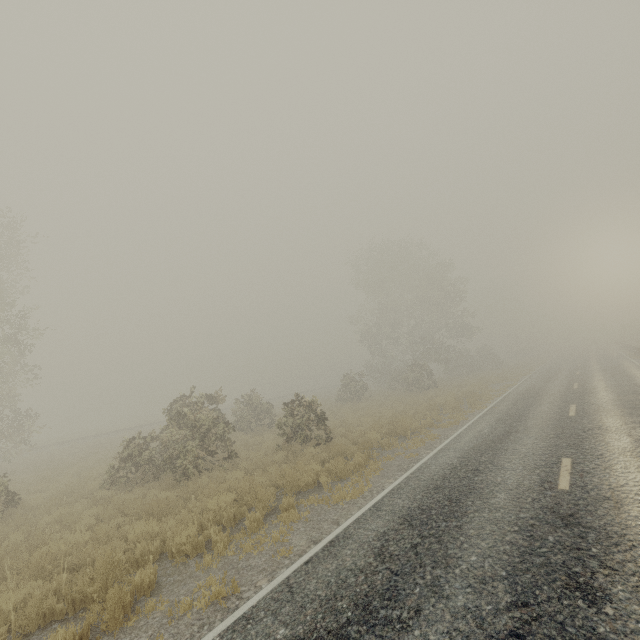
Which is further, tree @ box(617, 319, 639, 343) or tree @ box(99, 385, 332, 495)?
tree @ box(617, 319, 639, 343)

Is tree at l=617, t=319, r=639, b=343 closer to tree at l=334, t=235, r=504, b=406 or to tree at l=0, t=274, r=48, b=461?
tree at l=334, t=235, r=504, b=406

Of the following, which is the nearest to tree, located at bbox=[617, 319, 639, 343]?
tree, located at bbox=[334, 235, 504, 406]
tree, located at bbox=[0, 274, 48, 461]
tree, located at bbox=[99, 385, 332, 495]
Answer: tree, located at bbox=[334, 235, 504, 406]

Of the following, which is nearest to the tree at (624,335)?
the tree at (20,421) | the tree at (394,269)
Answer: the tree at (394,269)

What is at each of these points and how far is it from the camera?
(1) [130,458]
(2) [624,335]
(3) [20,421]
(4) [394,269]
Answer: (1) tree, 12.8m
(2) tree, 53.3m
(3) tree, 21.9m
(4) tree, 37.7m

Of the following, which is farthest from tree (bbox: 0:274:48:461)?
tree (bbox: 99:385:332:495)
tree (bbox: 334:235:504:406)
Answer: tree (bbox: 334:235:504:406)

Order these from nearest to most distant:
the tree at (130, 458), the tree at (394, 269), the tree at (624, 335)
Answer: the tree at (130, 458) → the tree at (394, 269) → the tree at (624, 335)
